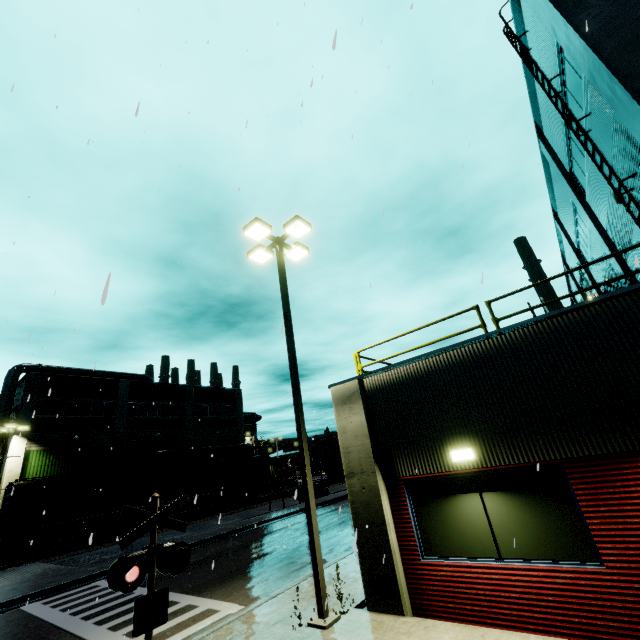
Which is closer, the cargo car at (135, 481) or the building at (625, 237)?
the building at (625, 237)

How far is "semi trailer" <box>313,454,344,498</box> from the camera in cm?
3259

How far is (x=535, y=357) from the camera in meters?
6.2

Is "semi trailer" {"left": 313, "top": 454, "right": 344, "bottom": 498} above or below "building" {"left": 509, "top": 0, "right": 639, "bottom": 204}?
below

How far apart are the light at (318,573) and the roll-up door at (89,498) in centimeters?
3265cm

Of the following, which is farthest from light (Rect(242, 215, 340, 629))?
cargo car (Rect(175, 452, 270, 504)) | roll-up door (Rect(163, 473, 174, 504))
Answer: roll-up door (Rect(163, 473, 174, 504))

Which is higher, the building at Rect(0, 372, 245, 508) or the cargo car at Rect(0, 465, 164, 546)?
the building at Rect(0, 372, 245, 508)

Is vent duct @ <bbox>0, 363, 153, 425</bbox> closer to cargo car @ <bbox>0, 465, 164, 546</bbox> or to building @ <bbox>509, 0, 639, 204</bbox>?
building @ <bbox>509, 0, 639, 204</bbox>
